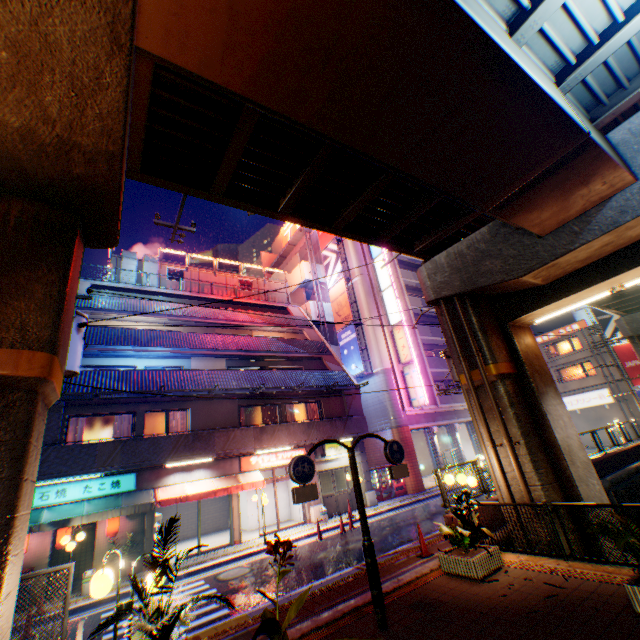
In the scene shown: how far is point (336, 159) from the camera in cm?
754

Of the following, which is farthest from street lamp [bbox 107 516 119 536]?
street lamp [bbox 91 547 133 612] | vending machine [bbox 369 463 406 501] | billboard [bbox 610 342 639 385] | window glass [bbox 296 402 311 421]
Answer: billboard [bbox 610 342 639 385]

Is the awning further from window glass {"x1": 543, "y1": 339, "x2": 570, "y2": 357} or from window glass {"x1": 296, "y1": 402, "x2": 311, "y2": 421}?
window glass {"x1": 543, "y1": 339, "x2": 570, "y2": 357}

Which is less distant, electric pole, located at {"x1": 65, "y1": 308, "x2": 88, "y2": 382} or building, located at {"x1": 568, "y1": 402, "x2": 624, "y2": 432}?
electric pole, located at {"x1": 65, "y1": 308, "x2": 88, "y2": 382}

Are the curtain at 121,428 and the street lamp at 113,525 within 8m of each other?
yes

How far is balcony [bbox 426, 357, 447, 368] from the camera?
28.67m

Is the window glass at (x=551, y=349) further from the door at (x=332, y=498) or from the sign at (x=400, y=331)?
Result: the door at (x=332, y=498)

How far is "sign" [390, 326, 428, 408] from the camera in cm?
2466
